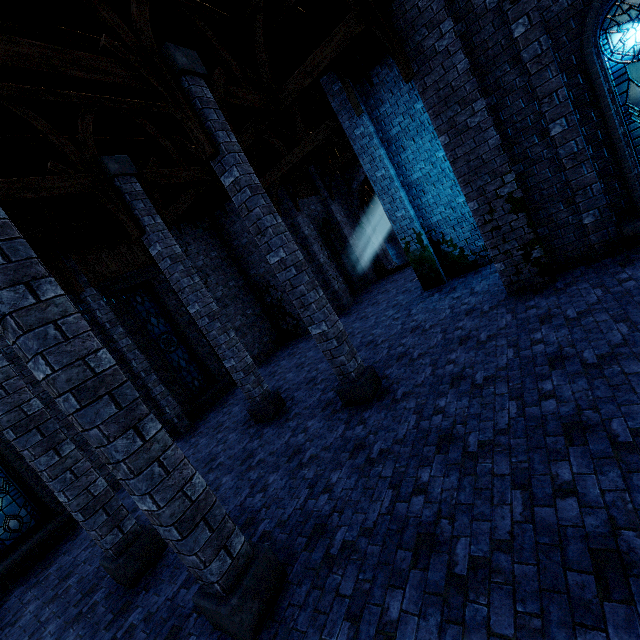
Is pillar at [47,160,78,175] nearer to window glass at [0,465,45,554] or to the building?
the building

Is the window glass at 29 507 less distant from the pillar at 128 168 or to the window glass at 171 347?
the window glass at 171 347

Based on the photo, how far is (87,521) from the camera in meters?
5.0

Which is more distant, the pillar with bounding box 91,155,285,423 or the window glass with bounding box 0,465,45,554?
the window glass with bounding box 0,465,45,554

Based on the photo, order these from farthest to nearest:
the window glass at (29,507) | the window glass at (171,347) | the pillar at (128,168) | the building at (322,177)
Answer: the window glass at (171,347)
the window glass at (29,507)
the pillar at (128,168)
the building at (322,177)

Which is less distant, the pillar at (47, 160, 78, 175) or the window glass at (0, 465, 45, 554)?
the pillar at (47, 160, 78, 175)

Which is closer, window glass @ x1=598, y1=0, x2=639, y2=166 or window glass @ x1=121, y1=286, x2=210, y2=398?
window glass @ x1=598, y1=0, x2=639, y2=166

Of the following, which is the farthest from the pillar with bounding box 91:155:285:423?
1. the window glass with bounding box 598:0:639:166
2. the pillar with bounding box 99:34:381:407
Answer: the window glass with bounding box 598:0:639:166
